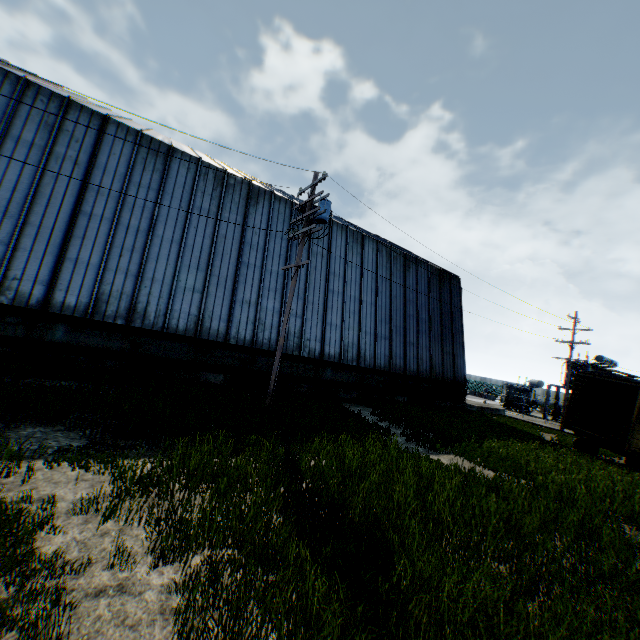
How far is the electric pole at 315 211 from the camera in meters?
12.0

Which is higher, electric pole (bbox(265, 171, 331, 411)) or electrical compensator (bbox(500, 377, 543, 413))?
electric pole (bbox(265, 171, 331, 411))

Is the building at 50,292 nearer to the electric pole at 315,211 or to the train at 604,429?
the electric pole at 315,211

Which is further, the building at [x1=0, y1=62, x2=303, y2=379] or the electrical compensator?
the electrical compensator

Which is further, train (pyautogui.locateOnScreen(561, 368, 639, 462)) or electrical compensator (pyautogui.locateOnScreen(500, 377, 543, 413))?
electrical compensator (pyautogui.locateOnScreen(500, 377, 543, 413))

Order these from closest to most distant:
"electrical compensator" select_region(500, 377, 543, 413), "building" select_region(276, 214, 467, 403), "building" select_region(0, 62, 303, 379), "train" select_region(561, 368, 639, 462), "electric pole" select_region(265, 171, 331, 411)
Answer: "electric pole" select_region(265, 171, 331, 411) < "building" select_region(0, 62, 303, 379) < "train" select_region(561, 368, 639, 462) < "building" select_region(276, 214, 467, 403) < "electrical compensator" select_region(500, 377, 543, 413)

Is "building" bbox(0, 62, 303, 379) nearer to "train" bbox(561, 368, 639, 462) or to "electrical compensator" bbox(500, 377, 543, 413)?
"train" bbox(561, 368, 639, 462)

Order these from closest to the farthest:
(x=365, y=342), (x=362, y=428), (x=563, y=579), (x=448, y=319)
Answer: (x=563, y=579), (x=362, y=428), (x=365, y=342), (x=448, y=319)
